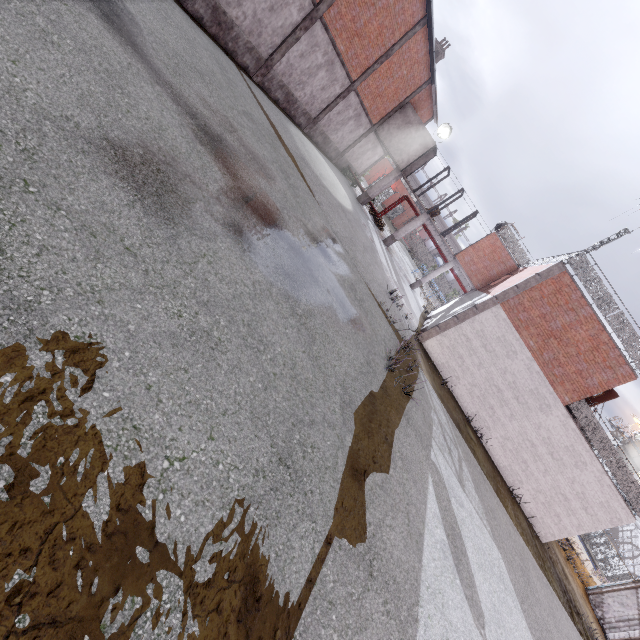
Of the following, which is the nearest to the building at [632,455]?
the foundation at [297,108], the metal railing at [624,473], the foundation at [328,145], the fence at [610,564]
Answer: the fence at [610,564]

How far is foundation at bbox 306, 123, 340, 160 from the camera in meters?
21.8

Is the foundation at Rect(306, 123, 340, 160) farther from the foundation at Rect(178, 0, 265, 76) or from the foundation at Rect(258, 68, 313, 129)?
the foundation at Rect(178, 0, 265, 76)

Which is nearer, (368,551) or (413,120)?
(368,551)

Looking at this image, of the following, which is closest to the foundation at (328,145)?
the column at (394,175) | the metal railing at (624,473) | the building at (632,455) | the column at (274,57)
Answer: the column at (394,175)

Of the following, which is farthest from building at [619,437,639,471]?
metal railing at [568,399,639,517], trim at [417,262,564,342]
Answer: trim at [417,262,564,342]

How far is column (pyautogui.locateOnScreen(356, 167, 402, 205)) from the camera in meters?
26.0

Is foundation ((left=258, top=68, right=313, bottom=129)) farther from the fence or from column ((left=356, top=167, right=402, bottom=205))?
the fence
